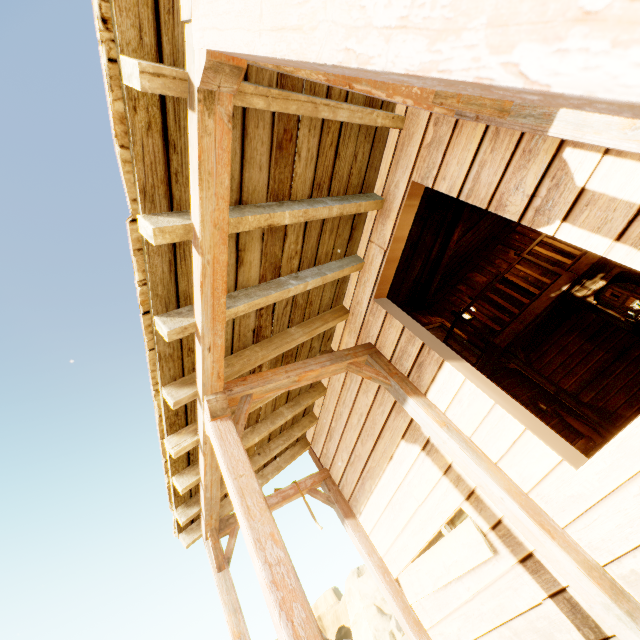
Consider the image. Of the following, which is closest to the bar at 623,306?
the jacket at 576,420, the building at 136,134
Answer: the building at 136,134

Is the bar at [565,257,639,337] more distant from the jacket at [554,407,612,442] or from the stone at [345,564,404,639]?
the stone at [345,564,404,639]

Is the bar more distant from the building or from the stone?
the stone

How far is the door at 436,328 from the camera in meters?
9.4

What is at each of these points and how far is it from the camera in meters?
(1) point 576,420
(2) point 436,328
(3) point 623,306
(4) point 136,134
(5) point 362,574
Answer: (1) jacket, 6.9
(2) door, 9.8
(3) bar, 6.7
(4) building, 1.6
(5) stone, 36.8

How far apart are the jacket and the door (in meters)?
1.56

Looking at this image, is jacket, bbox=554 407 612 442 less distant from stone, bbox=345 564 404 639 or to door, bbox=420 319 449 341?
door, bbox=420 319 449 341
